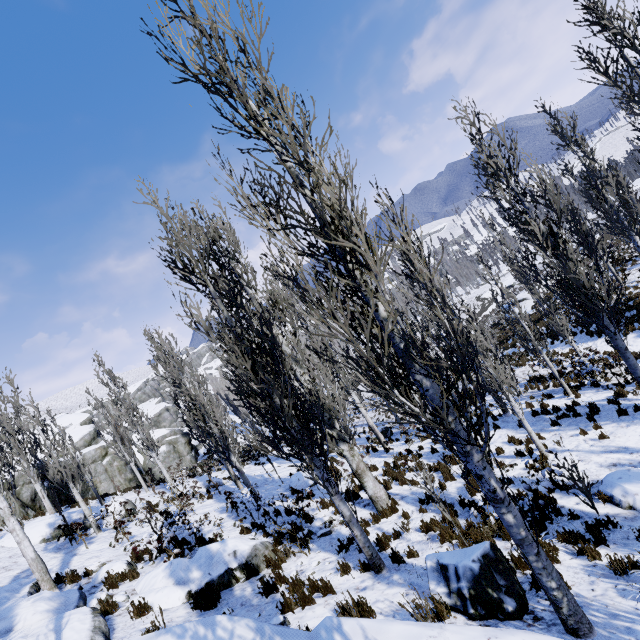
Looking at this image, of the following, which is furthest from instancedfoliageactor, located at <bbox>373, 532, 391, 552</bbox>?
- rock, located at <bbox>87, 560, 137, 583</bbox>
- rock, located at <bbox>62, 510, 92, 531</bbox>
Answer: rock, located at <bbox>62, 510, 92, 531</bbox>

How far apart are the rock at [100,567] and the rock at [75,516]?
6.1m

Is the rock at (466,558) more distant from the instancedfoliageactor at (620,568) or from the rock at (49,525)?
the rock at (49,525)

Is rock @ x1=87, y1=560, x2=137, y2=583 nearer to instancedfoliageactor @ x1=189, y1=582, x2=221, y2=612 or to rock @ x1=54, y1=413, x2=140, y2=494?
instancedfoliageactor @ x1=189, y1=582, x2=221, y2=612

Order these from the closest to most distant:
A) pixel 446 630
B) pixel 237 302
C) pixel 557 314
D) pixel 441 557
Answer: pixel 446 630 → pixel 441 557 → pixel 237 302 → pixel 557 314

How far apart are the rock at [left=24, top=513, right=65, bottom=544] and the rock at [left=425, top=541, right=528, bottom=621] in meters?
15.7

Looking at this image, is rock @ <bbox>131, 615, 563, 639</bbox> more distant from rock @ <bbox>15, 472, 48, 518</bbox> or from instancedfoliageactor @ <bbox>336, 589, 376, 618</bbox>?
rock @ <bbox>15, 472, 48, 518</bbox>

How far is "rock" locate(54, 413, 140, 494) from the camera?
27.48m
